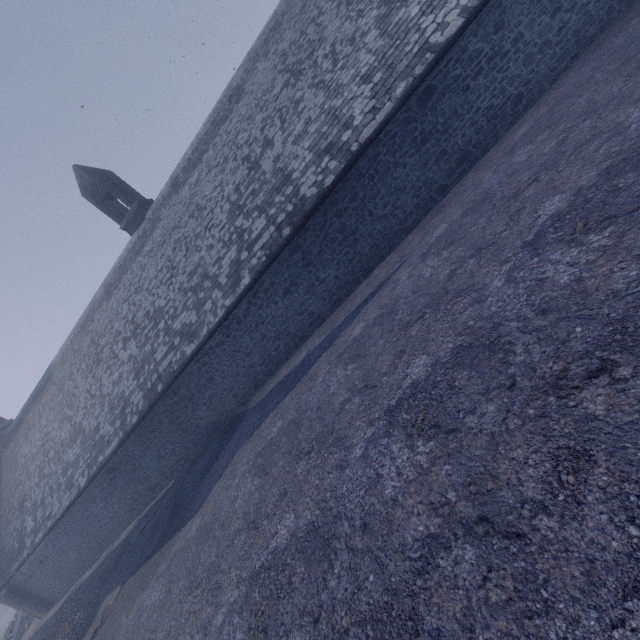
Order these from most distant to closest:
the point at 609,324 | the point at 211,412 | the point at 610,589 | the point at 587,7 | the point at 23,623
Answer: the point at 23,623 < the point at 211,412 < the point at 587,7 < the point at 609,324 < the point at 610,589
